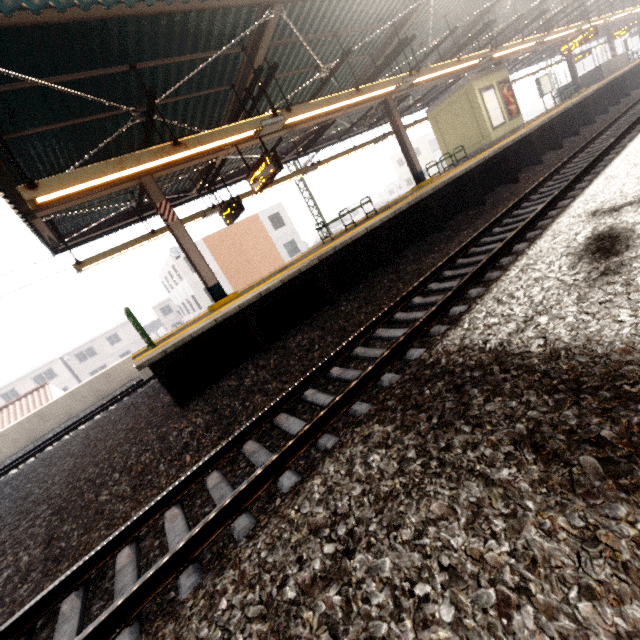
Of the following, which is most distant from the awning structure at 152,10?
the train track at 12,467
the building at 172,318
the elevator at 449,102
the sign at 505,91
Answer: the building at 172,318

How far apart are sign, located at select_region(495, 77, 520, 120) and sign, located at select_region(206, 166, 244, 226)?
13.4m

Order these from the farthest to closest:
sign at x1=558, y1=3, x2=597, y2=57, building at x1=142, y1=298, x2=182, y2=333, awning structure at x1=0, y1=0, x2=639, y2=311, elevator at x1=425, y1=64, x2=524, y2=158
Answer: building at x1=142, y1=298, x2=182, y2=333 → sign at x1=558, y1=3, x2=597, y2=57 → elevator at x1=425, y1=64, x2=524, y2=158 → awning structure at x1=0, y1=0, x2=639, y2=311

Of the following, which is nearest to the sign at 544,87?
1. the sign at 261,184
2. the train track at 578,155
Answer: the train track at 578,155

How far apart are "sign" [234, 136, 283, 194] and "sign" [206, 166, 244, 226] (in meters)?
1.34

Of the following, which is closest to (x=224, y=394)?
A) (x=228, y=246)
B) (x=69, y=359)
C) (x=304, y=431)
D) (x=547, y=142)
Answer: (x=304, y=431)

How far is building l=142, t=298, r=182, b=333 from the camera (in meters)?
48.18

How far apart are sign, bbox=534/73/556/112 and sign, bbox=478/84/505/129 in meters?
8.0
